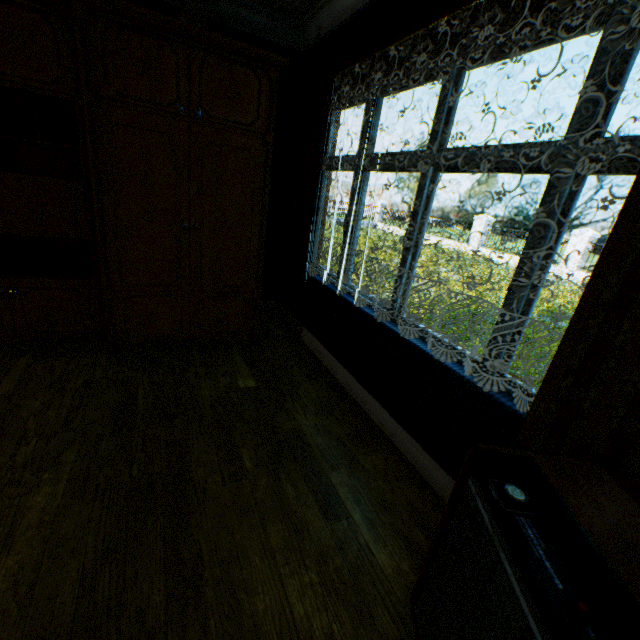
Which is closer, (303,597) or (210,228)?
(303,597)

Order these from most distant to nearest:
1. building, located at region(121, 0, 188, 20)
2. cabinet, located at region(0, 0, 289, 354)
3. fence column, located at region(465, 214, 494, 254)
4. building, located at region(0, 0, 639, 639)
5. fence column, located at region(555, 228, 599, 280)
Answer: fence column, located at region(465, 214, 494, 254) < fence column, located at region(555, 228, 599, 280) < building, located at region(121, 0, 188, 20) < cabinet, located at region(0, 0, 289, 354) < building, located at region(0, 0, 639, 639)

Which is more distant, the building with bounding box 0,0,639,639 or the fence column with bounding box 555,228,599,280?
the fence column with bounding box 555,228,599,280

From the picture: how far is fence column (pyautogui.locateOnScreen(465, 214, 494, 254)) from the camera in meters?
19.4

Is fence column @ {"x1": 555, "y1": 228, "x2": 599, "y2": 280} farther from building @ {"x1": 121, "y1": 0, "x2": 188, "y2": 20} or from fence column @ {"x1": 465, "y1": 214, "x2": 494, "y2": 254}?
building @ {"x1": 121, "y1": 0, "x2": 188, "y2": 20}

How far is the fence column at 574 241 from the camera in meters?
14.8

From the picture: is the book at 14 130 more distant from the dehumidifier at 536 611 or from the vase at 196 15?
the dehumidifier at 536 611

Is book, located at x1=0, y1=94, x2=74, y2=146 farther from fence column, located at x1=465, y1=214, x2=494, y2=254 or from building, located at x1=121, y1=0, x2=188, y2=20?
fence column, located at x1=465, y1=214, x2=494, y2=254
